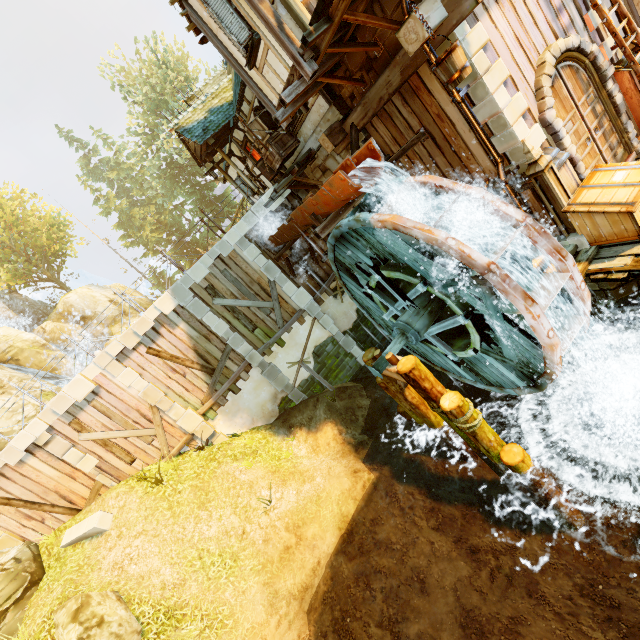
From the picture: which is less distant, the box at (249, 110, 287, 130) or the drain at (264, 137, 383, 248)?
the drain at (264, 137, 383, 248)

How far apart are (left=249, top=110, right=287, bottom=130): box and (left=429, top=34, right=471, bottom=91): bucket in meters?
7.0

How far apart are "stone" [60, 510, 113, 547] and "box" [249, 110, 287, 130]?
13.24m

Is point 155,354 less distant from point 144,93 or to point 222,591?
point 222,591

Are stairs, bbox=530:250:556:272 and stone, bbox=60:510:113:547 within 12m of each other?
no

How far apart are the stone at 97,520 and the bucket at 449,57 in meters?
14.8

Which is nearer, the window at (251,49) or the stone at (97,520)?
the window at (251,49)

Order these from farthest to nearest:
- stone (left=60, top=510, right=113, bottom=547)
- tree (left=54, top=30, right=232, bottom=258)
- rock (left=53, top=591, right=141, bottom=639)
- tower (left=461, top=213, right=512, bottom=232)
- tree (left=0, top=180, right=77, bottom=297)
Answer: tree (left=54, top=30, right=232, bottom=258) → tree (left=0, top=180, right=77, bottom=297) → stone (left=60, top=510, right=113, bottom=547) → tower (left=461, top=213, right=512, bottom=232) → rock (left=53, top=591, right=141, bottom=639)
